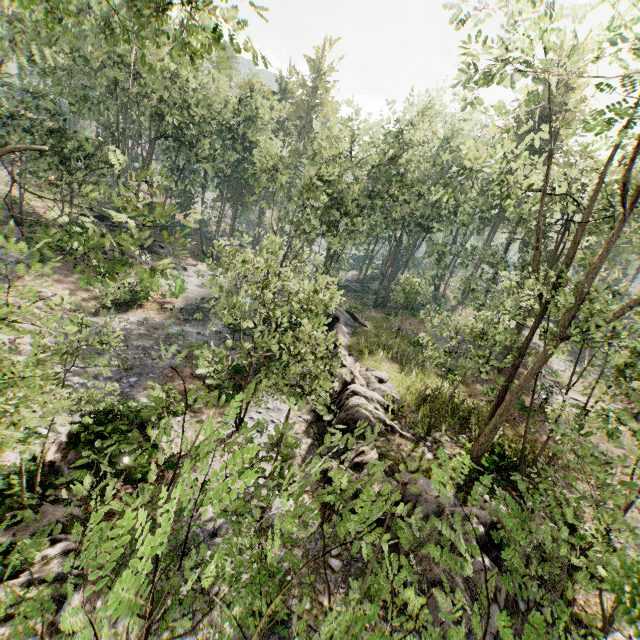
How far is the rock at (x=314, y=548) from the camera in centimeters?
980cm

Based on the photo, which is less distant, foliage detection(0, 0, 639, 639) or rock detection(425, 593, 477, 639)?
foliage detection(0, 0, 639, 639)

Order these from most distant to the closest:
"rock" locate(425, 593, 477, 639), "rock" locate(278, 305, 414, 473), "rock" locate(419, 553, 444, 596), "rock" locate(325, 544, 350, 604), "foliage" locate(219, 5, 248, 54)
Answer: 1. "rock" locate(278, 305, 414, 473)
2. "rock" locate(325, 544, 350, 604)
3. "rock" locate(419, 553, 444, 596)
4. "rock" locate(425, 593, 477, 639)
5. "foliage" locate(219, 5, 248, 54)

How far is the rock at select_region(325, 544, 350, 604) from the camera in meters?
9.4

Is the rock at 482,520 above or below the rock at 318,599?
above

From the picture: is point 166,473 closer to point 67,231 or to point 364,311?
point 67,231

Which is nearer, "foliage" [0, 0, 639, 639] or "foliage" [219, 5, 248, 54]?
"foliage" [0, 0, 639, 639]
